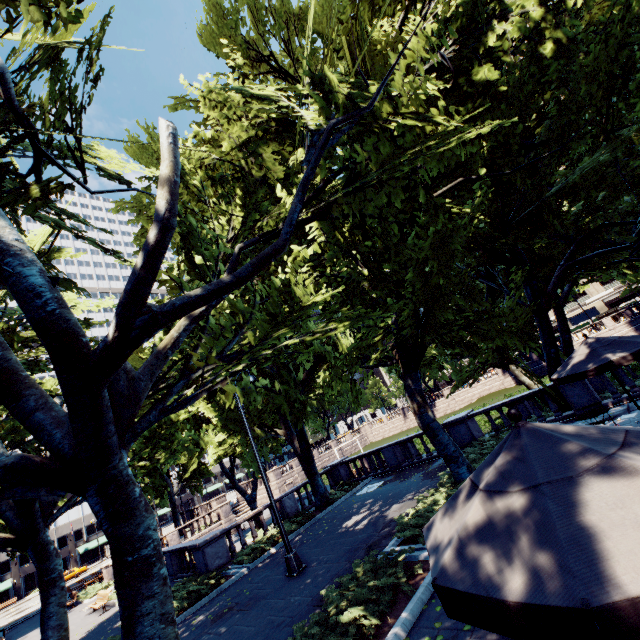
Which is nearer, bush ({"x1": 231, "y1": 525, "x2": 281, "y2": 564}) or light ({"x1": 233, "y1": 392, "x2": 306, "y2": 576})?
light ({"x1": 233, "y1": 392, "x2": 306, "y2": 576})

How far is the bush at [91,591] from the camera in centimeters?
2441cm

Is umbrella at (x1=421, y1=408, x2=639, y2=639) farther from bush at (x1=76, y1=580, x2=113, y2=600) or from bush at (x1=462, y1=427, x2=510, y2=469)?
bush at (x1=76, y1=580, x2=113, y2=600)

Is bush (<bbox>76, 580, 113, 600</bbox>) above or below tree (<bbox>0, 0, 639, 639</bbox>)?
below

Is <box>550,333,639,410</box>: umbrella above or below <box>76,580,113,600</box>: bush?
above

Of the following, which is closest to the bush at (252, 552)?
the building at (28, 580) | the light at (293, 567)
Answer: the light at (293, 567)

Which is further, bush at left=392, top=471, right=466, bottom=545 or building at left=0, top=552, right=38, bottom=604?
building at left=0, top=552, right=38, bottom=604

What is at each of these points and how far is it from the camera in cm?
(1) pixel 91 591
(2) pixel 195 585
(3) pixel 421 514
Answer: (1) bush, 2439
(2) bush, 1348
(3) bush, 963
